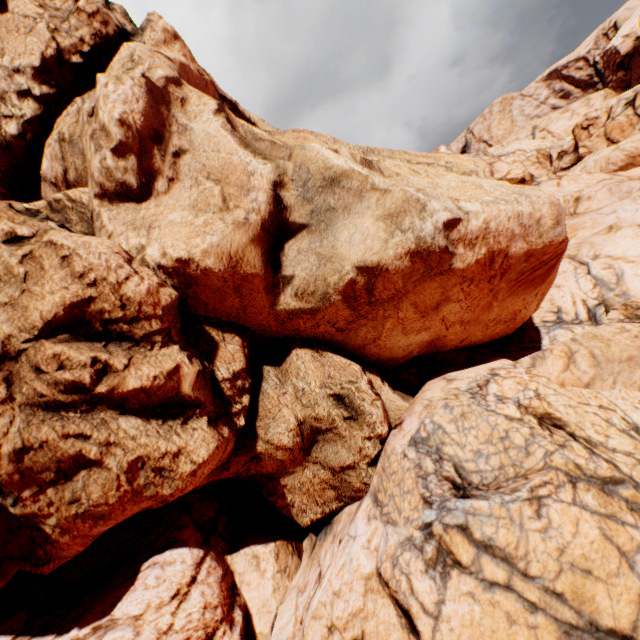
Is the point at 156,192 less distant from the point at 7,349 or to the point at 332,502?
the point at 7,349
